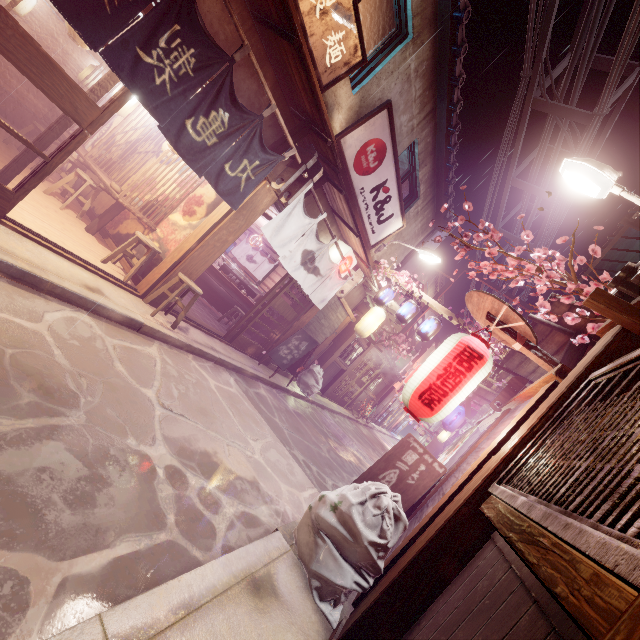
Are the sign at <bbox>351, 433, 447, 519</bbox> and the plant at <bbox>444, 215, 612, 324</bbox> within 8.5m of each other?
yes

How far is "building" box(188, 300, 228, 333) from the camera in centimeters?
1348cm

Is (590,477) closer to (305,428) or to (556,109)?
(305,428)

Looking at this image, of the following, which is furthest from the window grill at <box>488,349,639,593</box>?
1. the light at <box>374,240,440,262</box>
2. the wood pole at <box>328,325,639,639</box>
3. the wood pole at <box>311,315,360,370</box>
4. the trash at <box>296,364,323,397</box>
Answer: the trash at <box>296,364,323,397</box>

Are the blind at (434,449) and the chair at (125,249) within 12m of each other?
no

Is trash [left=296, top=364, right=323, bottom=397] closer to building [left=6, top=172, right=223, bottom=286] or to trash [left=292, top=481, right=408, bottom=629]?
building [left=6, top=172, right=223, bottom=286]

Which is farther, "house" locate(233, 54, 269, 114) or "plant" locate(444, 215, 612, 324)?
"house" locate(233, 54, 269, 114)

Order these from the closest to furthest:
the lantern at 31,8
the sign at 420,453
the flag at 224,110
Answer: the flag at 224,110, the sign at 420,453, the lantern at 31,8
